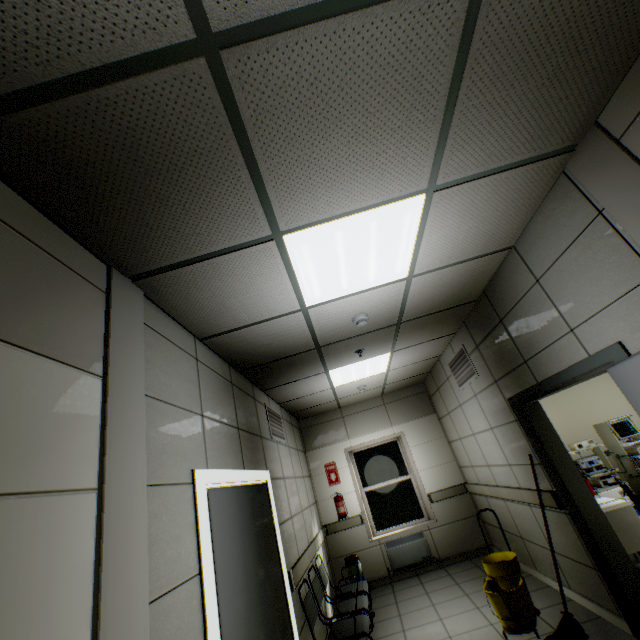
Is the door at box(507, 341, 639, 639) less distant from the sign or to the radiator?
the radiator

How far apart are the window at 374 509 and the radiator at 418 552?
0.13m

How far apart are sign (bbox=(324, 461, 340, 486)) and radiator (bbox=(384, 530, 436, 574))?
1.3 meters

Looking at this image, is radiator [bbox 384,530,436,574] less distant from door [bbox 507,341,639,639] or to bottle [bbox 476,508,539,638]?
bottle [bbox 476,508,539,638]

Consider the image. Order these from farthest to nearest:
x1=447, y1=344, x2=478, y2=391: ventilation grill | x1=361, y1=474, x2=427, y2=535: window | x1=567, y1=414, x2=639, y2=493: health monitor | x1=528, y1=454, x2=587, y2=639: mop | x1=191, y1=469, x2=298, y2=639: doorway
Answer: x1=361, y1=474, x2=427, y2=535: window
x1=567, y1=414, x2=639, y2=493: health monitor
x1=447, y1=344, x2=478, y2=391: ventilation grill
x1=528, y1=454, x2=587, y2=639: mop
x1=191, y1=469, x2=298, y2=639: doorway

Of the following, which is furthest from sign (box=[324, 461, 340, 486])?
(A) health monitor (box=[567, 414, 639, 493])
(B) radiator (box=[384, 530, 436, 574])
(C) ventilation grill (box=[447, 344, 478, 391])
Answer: (A) health monitor (box=[567, 414, 639, 493])

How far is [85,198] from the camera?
1.5m

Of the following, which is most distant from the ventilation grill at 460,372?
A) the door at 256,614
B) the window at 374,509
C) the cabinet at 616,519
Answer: the door at 256,614
